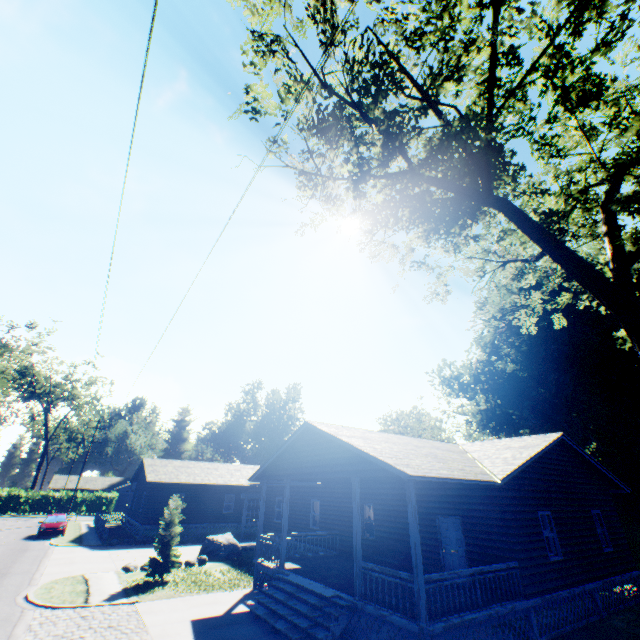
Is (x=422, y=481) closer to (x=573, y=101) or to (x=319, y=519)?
(x=319, y=519)

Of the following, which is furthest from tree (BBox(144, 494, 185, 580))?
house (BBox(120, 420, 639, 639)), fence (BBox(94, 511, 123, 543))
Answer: fence (BBox(94, 511, 123, 543))

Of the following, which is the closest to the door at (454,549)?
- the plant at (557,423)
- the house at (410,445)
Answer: the house at (410,445)

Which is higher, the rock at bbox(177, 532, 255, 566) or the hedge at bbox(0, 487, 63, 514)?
the hedge at bbox(0, 487, 63, 514)

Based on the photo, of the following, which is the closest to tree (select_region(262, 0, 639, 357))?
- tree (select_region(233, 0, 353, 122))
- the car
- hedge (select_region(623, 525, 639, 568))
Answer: tree (select_region(233, 0, 353, 122))

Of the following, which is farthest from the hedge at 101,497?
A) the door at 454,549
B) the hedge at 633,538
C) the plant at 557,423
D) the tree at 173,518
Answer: the door at 454,549

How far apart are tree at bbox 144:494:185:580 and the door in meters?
12.8

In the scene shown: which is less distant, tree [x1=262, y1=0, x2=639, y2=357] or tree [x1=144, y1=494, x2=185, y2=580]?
tree [x1=262, y1=0, x2=639, y2=357]
